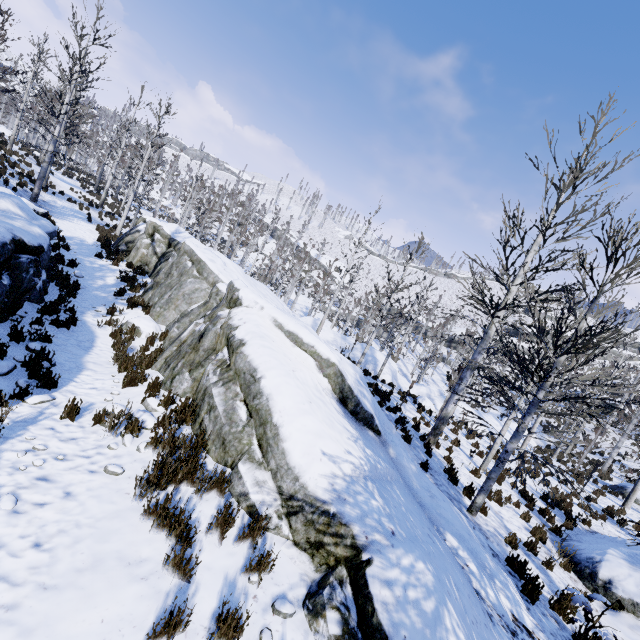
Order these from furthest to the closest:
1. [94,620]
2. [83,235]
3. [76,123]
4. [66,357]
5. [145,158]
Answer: [76,123] → [145,158] → [83,235] → [66,357] → [94,620]

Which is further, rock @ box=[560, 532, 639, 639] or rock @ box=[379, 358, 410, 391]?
rock @ box=[379, 358, 410, 391]

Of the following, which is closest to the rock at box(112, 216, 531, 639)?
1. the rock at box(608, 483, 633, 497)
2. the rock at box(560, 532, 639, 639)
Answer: the rock at box(560, 532, 639, 639)

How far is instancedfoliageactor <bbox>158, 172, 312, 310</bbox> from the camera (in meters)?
30.97

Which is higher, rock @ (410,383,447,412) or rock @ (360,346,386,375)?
rock @ (360,346,386,375)

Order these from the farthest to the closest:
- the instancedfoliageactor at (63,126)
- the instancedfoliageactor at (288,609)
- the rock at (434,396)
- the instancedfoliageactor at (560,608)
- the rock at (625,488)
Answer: the rock at (434,396), the rock at (625,488), the instancedfoliageactor at (63,126), the instancedfoliageactor at (560,608), the instancedfoliageactor at (288,609)

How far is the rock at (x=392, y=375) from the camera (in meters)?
22.30

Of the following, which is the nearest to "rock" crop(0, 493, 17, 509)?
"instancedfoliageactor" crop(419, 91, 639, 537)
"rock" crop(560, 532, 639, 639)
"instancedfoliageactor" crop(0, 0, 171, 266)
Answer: "instancedfoliageactor" crop(419, 91, 639, 537)
